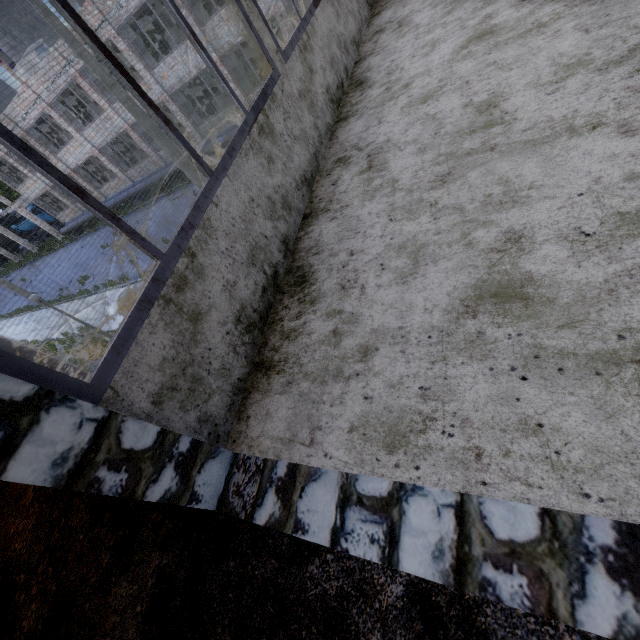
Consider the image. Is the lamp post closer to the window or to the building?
the building

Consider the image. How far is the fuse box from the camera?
23.6m

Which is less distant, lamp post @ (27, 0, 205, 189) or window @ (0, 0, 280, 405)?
window @ (0, 0, 280, 405)

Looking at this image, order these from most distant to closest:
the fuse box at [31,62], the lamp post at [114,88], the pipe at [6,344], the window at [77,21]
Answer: the fuse box at [31,62] → the lamp post at [114,88] → the pipe at [6,344] → the window at [77,21]

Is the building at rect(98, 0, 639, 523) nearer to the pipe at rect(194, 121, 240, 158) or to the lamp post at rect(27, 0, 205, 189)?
the pipe at rect(194, 121, 240, 158)

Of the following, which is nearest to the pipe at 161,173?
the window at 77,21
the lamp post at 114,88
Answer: the lamp post at 114,88

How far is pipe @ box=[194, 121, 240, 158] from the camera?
19.1 meters

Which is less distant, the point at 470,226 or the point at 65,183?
the point at 65,183
